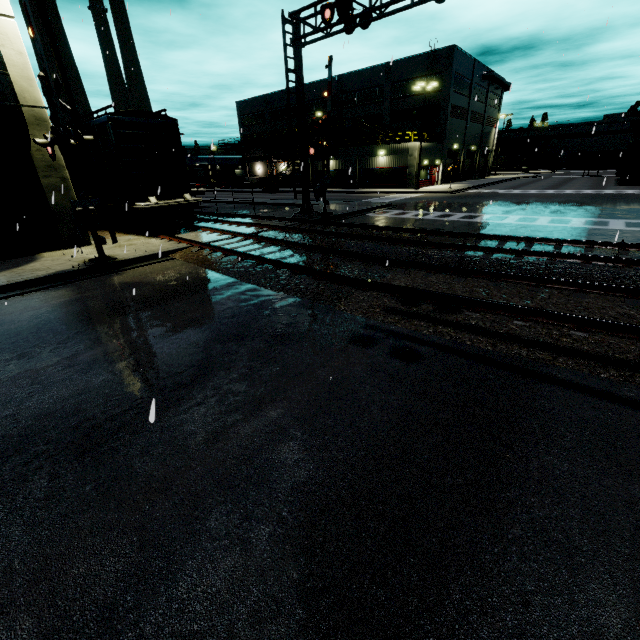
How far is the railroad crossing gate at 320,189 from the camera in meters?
16.3

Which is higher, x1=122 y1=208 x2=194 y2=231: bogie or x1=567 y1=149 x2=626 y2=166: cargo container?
x1=567 y1=149 x2=626 y2=166: cargo container

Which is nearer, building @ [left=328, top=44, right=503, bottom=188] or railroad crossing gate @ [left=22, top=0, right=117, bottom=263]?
railroad crossing gate @ [left=22, top=0, right=117, bottom=263]

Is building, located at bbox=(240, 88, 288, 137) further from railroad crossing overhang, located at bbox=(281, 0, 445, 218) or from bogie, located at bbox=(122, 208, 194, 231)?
bogie, located at bbox=(122, 208, 194, 231)

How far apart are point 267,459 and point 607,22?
9.5 meters

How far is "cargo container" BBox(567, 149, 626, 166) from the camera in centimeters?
4625cm

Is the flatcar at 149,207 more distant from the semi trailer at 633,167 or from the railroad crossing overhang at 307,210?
the semi trailer at 633,167

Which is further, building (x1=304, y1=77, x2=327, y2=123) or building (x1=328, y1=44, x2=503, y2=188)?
building (x1=304, y1=77, x2=327, y2=123)
